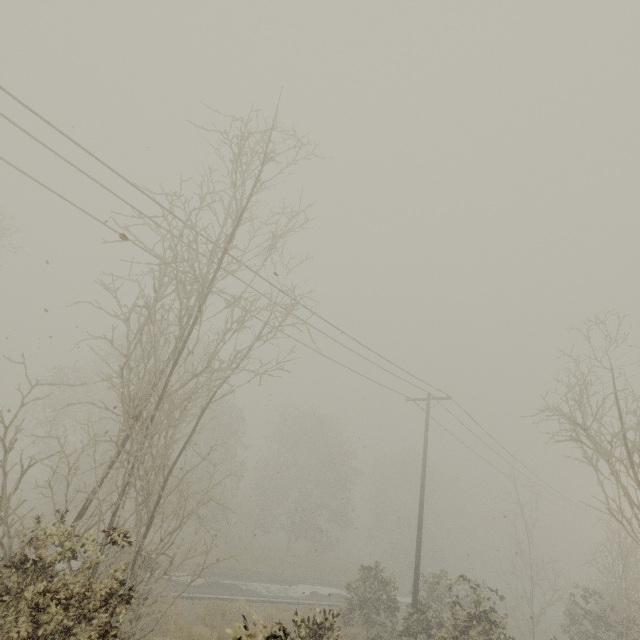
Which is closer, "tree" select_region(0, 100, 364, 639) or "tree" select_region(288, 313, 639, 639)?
"tree" select_region(0, 100, 364, 639)

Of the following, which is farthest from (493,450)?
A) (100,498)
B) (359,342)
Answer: (100,498)

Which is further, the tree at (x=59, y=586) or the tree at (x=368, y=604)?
the tree at (x=368, y=604)
